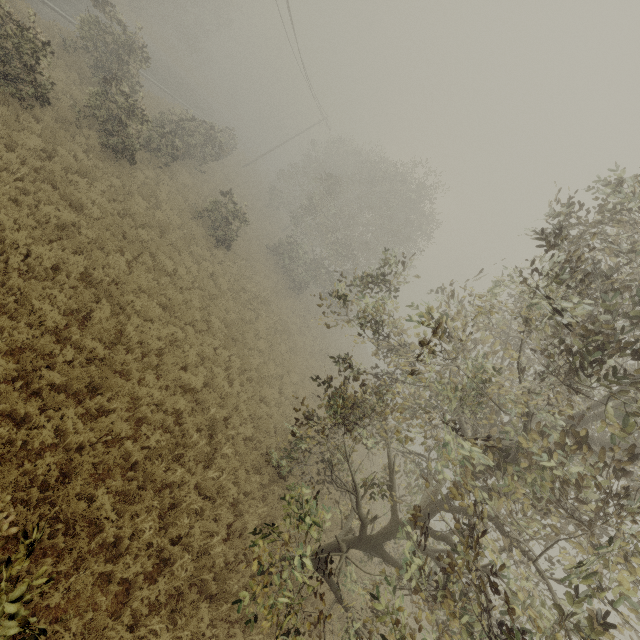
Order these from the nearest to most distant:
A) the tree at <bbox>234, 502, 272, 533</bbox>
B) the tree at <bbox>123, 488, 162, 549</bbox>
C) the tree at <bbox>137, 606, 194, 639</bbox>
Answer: the tree at <bbox>137, 606, 194, 639</bbox>, the tree at <bbox>123, 488, 162, 549</bbox>, the tree at <bbox>234, 502, 272, 533</bbox>

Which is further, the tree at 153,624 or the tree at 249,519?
the tree at 249,519

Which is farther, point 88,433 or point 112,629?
point 88,433

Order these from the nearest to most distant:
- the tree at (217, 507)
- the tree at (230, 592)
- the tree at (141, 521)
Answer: the tree at (230, 592) → the tree at (141, 521) → the tree at (217, 507)

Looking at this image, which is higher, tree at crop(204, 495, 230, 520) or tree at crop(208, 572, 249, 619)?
tree at crop(208, 572, 249, 619)

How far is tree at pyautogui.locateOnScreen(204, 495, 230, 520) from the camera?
8.3 meters
